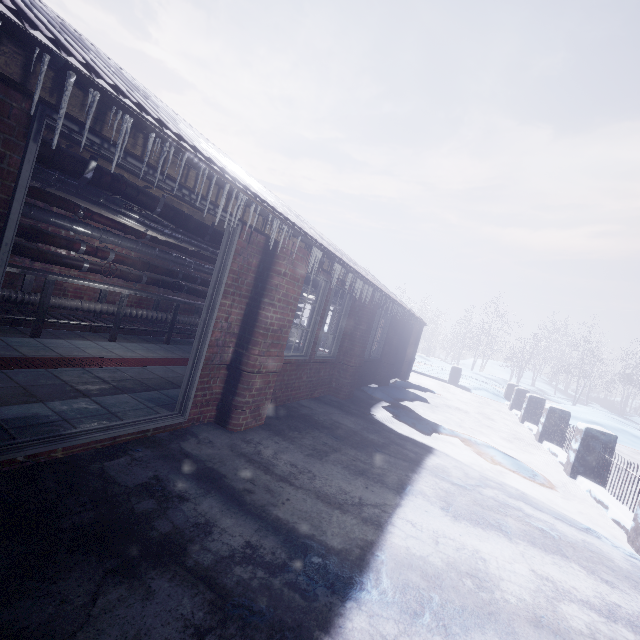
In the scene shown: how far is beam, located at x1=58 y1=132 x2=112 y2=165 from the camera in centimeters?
317cm

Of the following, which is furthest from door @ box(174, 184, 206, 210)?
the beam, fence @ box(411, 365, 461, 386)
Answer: fence @ box(411, 365, 461, 386)

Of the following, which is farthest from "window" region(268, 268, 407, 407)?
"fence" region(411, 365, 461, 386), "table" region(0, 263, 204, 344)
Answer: "fence" region(411, 365, 461, 386)

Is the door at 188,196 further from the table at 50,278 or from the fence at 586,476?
the fence at 586,476

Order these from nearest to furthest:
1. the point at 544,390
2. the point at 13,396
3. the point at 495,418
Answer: the point at 13,396
the point at 495,418
the point at 544,390

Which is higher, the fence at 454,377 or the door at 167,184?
the door at 167,184

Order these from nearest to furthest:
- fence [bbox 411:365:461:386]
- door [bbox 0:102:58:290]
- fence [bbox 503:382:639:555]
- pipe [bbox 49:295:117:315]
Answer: door [bbox 0:102:58:290]
fence [bbox 503:382:639:555]
pipe [bbox 49:295:117:315]
fence [bbox 411:365:461:386]

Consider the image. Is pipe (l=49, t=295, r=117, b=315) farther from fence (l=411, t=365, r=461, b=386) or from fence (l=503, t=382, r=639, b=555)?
fence (l=411, t=365, r=461, b=386)
